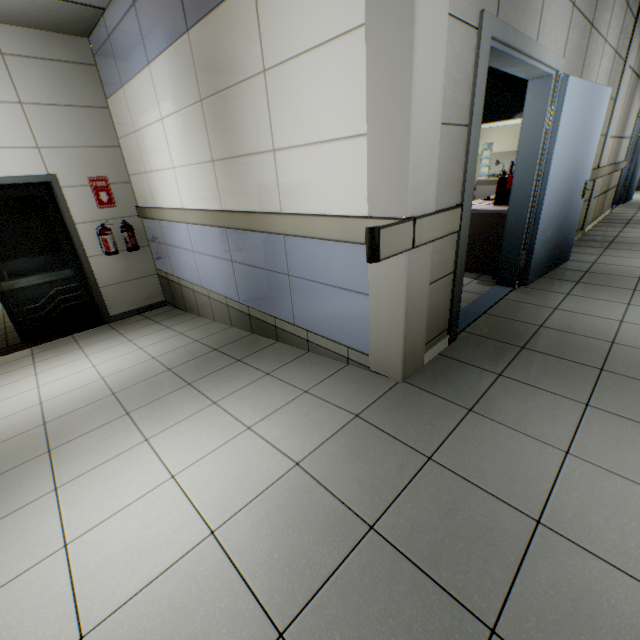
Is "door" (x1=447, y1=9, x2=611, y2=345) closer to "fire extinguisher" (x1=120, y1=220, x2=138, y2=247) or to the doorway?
the doorway

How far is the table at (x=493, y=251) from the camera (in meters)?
3.85

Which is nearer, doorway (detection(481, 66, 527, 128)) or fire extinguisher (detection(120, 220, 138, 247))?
fire extinguisher (detection(120, 220, 138, 247))

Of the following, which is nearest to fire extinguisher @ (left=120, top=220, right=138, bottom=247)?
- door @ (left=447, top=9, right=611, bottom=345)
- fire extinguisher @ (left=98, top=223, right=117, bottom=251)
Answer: fire extinguisher @ (left=98, top=223, right=117, bottom=251)

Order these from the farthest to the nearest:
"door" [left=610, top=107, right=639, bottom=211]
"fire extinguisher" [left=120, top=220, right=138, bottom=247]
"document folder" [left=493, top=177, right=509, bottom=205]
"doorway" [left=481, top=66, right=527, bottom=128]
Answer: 1. "door" [left=610, top=107, right=639, bottom=211]
2. "doorway" [left=481, top=66, right=527, bottom=128]
3. "fire extinguisher" [left=120, top=220, right=138, bottom=247]
4. "document folder" [left=493, top=177, right=509, bottom=205]

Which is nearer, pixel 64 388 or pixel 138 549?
pixel 138 549

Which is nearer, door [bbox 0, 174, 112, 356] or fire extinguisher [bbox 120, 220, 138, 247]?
door [bbox 0, 174, 112, 356]

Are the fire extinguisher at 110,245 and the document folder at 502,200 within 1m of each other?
no
